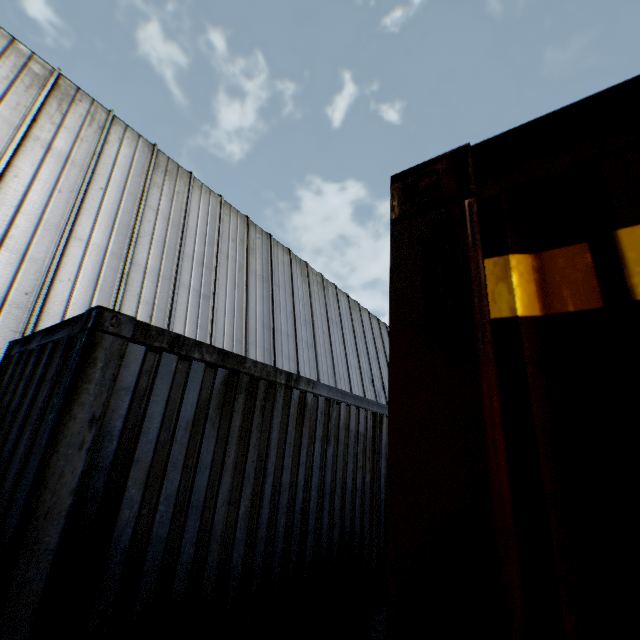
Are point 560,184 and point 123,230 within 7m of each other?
no
